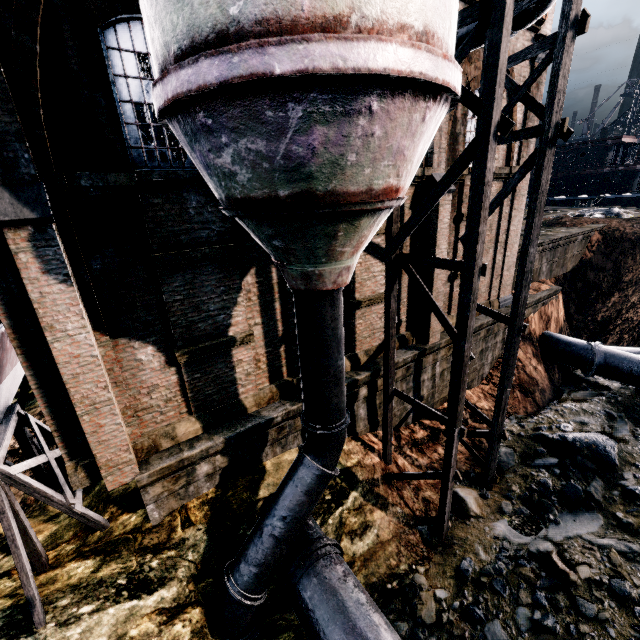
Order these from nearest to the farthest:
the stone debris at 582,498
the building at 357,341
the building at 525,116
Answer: the stone debris at 582,498
the building at 357,341
the building at 525,116

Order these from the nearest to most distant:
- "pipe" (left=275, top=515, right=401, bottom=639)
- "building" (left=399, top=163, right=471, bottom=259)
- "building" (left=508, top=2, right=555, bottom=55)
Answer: "pipe" (left=275, top=515, right=401, bottom=639) → "building" (left=399, top=163, right=471, bottom=259) → "building" (left=508, top=2, right=555, bottom=55)

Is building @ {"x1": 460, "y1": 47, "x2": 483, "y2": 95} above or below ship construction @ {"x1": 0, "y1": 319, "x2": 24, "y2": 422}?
above

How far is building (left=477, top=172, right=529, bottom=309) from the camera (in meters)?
15.46

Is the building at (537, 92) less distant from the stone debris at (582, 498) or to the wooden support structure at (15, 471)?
the wooden support structure at (15, 471)

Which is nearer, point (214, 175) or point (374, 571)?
point (214, 175)

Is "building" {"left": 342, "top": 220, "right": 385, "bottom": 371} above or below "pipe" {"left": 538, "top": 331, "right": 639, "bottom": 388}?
above

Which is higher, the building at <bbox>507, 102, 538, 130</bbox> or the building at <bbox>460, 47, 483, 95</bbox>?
the building at <bbox>460, 47, 483, 95</bbox>
